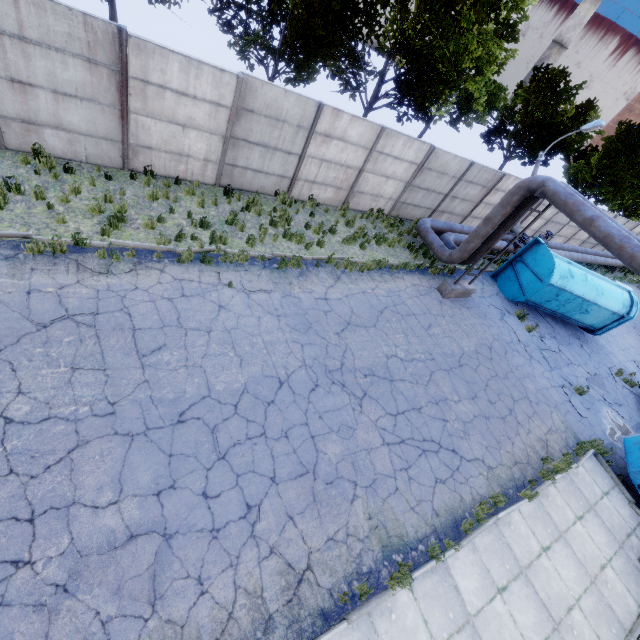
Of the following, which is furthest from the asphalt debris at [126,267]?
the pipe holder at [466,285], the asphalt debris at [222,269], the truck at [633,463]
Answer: the truck at [633,463]

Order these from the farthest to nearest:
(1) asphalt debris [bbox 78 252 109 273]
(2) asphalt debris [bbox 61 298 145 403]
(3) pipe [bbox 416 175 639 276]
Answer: (3) pipe [bbox 416 175 639 276] < (1) asphalt debris [bbox 78 252 109 273] < (2) asphalt debris [bbox 61 298 145 403]

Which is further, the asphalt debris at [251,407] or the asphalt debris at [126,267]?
the asphalt debris at [126,267]

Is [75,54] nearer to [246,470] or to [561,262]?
[246,470]

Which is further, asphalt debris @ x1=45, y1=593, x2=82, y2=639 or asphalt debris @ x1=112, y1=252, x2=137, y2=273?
asphalt debris @ x1=112, y1=252, x2=137, y2=273

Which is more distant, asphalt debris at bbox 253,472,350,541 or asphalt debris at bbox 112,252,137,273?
asphalt debris at bbox 112,252,137,273

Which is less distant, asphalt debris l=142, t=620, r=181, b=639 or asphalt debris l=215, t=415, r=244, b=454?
asphalt debris l=142, t=620, r=181, b=639

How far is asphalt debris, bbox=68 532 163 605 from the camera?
4.5m
